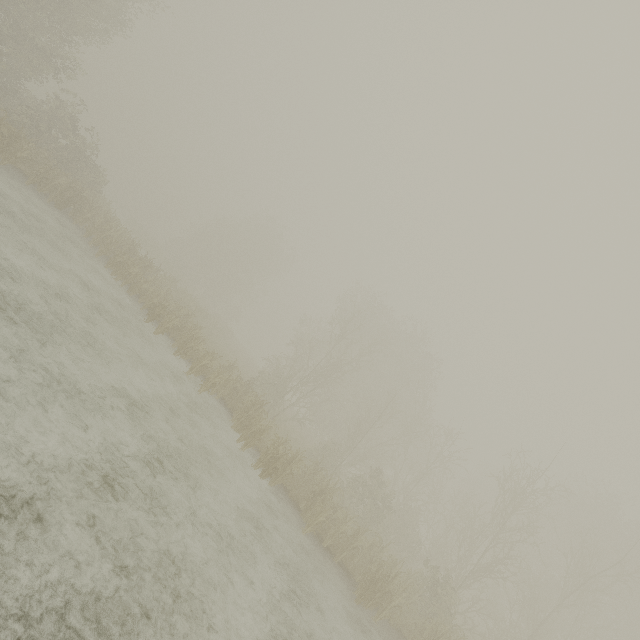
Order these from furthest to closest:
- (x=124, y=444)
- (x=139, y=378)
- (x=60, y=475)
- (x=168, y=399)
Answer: (x=168, y=399)
(x=139, y=378)
(x=124, y=444)
(x=60, y=475)
